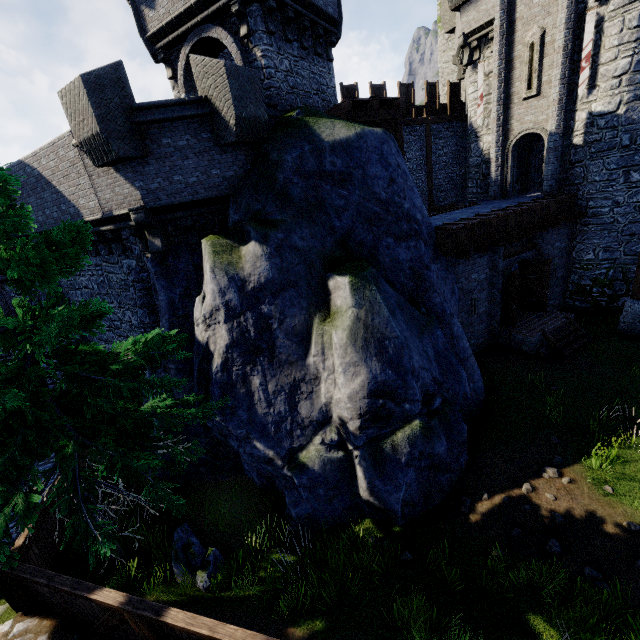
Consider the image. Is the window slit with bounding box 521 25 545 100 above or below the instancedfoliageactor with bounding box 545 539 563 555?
above

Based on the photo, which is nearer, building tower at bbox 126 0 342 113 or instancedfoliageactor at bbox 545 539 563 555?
instancedfoliageactor at bbox 545 539 563 555

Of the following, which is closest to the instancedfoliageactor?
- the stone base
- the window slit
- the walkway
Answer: the stone base

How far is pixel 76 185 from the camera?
10.6m

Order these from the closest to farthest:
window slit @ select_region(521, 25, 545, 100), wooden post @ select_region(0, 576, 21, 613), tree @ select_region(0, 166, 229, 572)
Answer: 1. tree @ select_region(0, 166, 229, 572)
2. wooden post @ select_region(0, 576, 21, 613)
3. window slit @ select_region(521, 25, 545, 100)

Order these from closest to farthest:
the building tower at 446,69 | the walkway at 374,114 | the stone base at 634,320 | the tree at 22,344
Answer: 1. the tree at 22,344
2. the walkway at 374,114
3. the stone base at 634,320
4. the building tower at 446,69

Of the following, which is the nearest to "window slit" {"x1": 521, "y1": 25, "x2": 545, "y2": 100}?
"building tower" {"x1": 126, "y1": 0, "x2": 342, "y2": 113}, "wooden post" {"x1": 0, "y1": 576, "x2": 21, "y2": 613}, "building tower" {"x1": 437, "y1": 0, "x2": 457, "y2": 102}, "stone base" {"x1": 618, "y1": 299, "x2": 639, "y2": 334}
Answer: "building tower" {"x1": 437, "y1": 0, "x2": 457, "y2": 102}

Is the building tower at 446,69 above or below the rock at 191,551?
above
